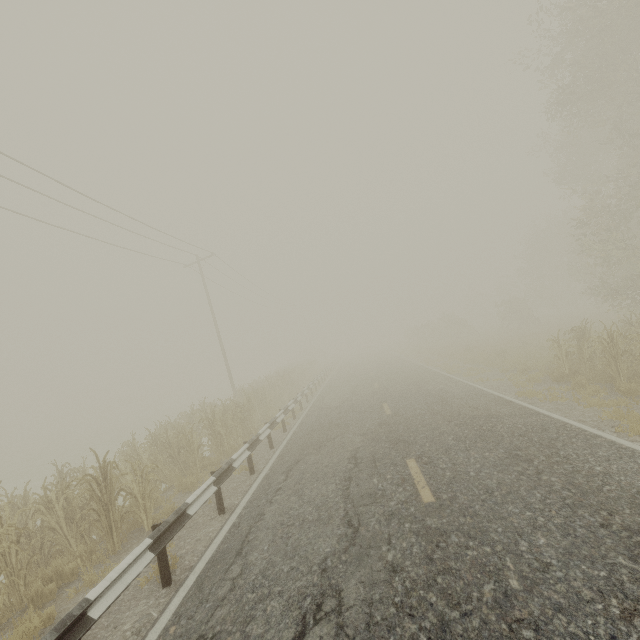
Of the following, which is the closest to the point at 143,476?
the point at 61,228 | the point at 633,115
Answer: the point at 61,228

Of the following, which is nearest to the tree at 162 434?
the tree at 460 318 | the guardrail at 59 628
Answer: the guardrail at 59 628

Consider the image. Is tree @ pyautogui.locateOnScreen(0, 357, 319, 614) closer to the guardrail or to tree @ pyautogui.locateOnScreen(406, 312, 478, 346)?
the guardrail

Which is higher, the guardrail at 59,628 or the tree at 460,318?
the tree at 460,318

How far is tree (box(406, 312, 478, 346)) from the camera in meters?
36.6 m

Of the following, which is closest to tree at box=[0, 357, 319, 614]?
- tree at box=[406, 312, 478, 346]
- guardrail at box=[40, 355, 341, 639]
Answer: guardrail at box=[40, 355, 341, 639]

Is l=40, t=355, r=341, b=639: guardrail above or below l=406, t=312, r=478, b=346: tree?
below
